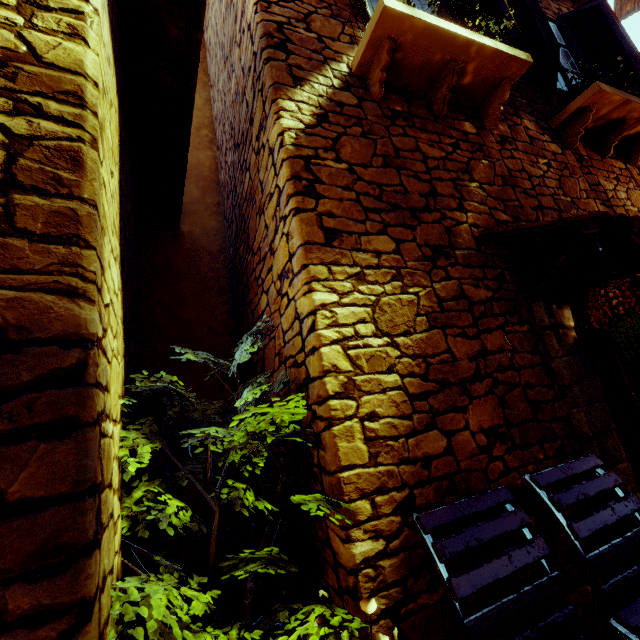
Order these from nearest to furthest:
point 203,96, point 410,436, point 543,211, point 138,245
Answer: point 410,436 → point 543,211 → point 138,245 → point 203,96

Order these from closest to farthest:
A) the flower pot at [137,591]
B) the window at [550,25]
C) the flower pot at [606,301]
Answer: the flower pot at [137,591] → the flower pot at [606,301] → the window at [550,25]

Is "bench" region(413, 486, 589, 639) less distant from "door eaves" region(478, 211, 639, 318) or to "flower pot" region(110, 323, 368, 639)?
"flower pot" region(110, 323, 368, 639)

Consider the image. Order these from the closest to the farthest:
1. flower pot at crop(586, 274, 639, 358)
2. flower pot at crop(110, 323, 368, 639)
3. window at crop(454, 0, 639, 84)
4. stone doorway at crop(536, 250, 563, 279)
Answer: flower pot at crop(110, 323, 368, 639) → flower pot at crop(586, 274, 639, 358) → stone doorway at crop(536, 250, 563, 279) → window at crop(454, 0, 639, 84)

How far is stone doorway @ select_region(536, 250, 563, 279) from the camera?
2.6 meters

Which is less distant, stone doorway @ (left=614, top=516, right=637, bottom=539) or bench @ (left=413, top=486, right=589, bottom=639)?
bench @ (left=413, top=486, right=589, bottom=639)

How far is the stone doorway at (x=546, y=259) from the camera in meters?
2.6

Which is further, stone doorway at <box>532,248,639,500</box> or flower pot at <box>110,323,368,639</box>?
stone doorway at <box>532,248,639,500</box>
